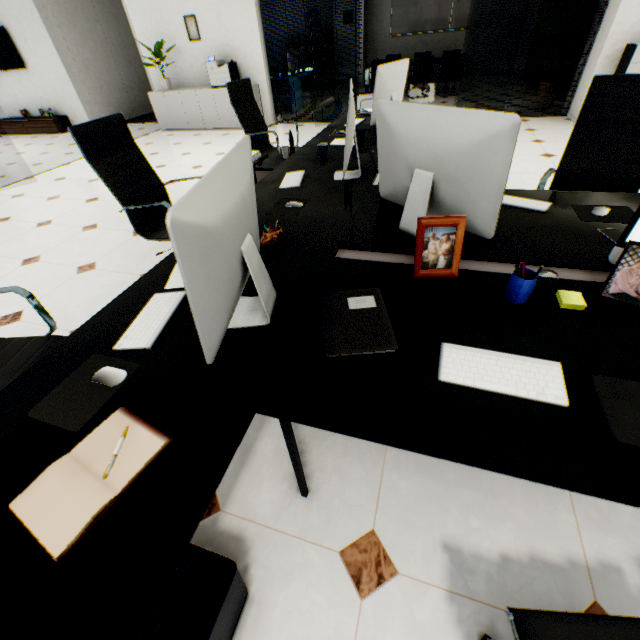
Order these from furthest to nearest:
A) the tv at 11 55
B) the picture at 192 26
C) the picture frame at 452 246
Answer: the tv at 11 55, the picture at 192 26, the picture frame at 452 246

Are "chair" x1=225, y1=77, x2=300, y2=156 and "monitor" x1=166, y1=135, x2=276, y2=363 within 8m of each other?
yes

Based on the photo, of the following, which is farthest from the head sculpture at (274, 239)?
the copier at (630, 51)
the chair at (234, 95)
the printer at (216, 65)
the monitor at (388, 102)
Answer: the printer at (216, 65)

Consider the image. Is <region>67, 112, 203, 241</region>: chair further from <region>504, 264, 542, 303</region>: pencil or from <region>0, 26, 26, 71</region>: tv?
<region>0, 26, 26, 71</region>: tv

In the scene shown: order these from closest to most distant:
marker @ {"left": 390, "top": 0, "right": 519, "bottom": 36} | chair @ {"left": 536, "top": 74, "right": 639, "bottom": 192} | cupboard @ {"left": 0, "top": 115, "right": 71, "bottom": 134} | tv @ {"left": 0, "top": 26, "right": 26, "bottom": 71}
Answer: chair @ {"left": 536, "top": 74, "right": 639, "bottom": 192} < tv @ {"left": 0, "top": 26, "right": 26, "bottom": 71} < cupboard @ {"left": 0, "top": 115, "right": 71, "bottom": 134} < marker @ {"left": 390, "top": 0, "right": 519, "bottom": 36}

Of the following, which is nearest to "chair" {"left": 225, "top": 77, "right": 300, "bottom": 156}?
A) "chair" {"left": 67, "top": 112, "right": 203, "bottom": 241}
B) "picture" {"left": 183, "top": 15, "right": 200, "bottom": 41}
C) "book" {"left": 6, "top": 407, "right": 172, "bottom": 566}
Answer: "chair" {"left": 67, "top": 112, "right": 203, "bottom": 241}

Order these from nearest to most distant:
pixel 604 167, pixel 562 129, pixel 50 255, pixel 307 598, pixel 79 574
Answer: pixel 79 574 < pixel 307 598 < pixel 604 167 < pixel 50 255 < pixel 562 129

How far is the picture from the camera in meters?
6.7 m
